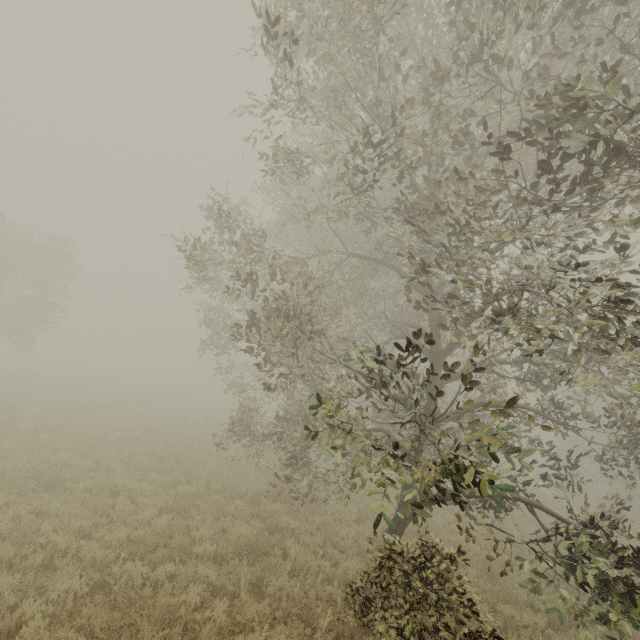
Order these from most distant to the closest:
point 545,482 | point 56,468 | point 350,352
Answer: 1. point 545,482
2. point 350,352
3. point 56,468
